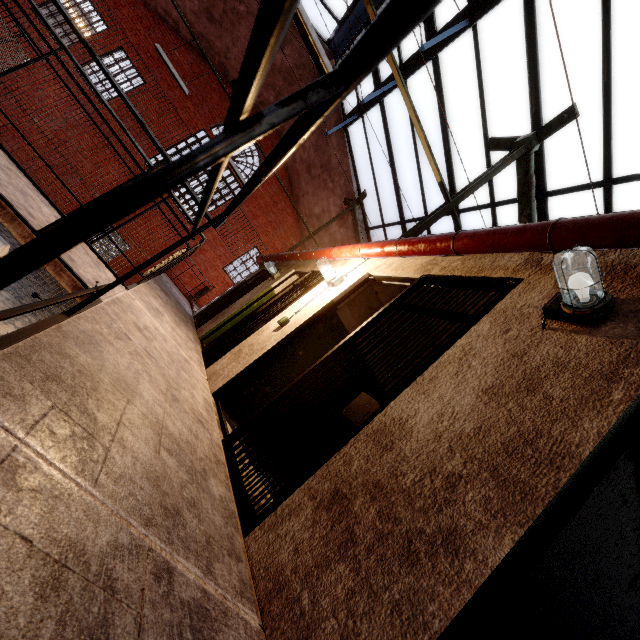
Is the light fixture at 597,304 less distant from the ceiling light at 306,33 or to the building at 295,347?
the building at 295,347

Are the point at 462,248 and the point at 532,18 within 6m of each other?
yes

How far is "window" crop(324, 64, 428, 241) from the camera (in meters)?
8.01

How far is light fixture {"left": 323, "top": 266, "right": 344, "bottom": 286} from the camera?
4.3m

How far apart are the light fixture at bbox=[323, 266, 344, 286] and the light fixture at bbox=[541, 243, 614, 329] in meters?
2.8

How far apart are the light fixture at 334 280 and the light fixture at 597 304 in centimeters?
277cm

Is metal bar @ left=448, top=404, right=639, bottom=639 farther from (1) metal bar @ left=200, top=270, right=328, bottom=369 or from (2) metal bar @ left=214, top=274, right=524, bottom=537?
(1) metal bar @ left=200, top=270, right=328, bottom=369

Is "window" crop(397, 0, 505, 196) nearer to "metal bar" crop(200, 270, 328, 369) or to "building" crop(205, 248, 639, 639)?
"building" crop(205, 248, 639, 639)
